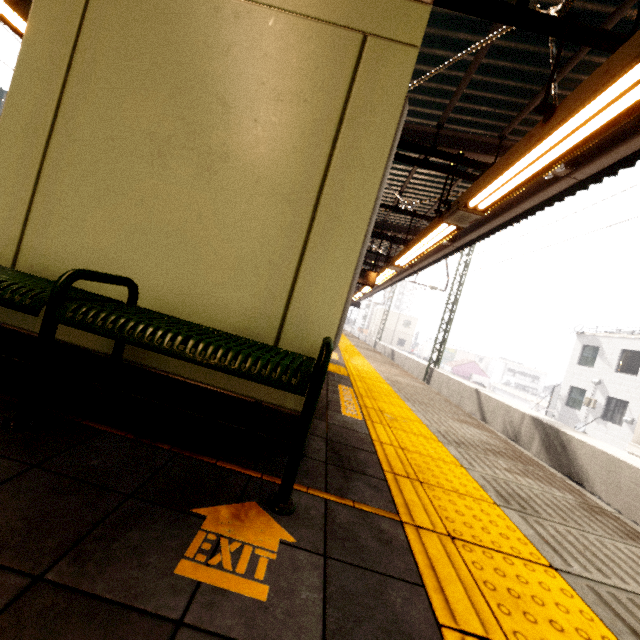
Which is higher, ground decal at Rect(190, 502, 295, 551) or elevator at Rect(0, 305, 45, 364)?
elevator at Rect(0, 305, 45, 364)

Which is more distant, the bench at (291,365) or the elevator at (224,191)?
the elevator at (224,191)

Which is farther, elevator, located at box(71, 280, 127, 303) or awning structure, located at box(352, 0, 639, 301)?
awning structure, located at box(352, 0, 639, 301)

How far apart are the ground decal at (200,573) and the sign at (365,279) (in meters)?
2.64

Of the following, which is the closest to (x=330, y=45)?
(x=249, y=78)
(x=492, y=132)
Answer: (x=249, y=78)

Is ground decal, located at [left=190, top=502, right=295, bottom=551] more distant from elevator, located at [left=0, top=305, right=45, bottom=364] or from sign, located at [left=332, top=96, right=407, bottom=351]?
sign, located at [left=332, top=96, right=407, bottom=351]

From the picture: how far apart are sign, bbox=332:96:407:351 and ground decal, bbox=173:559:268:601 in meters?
2.6 m
